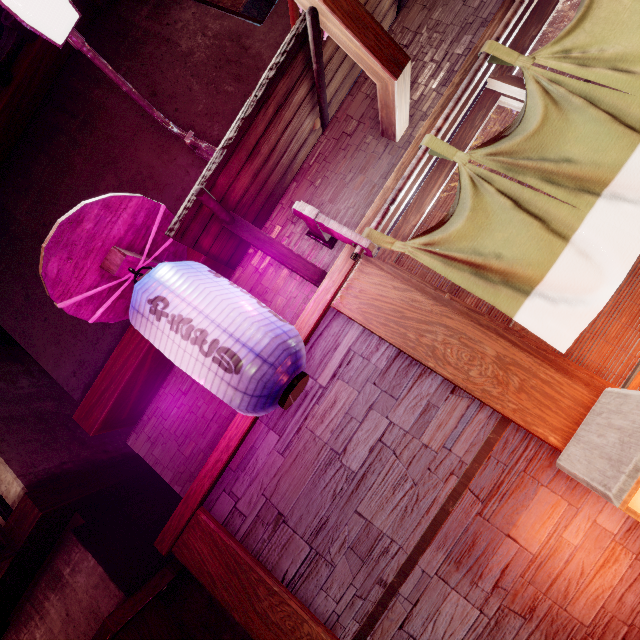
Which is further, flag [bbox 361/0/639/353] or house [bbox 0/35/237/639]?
house [bbox 0/35/237/639]

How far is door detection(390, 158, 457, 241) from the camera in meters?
4.6

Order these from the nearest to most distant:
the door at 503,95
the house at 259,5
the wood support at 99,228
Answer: the wood support at 99,228 < the door at 503,95 < the house at 259,5

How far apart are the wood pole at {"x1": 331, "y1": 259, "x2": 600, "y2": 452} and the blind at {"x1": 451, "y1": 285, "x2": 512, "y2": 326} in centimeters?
51cm

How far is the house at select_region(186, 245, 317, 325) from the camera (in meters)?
5.10

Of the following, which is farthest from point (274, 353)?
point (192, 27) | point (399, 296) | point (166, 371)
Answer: point (192, 27)

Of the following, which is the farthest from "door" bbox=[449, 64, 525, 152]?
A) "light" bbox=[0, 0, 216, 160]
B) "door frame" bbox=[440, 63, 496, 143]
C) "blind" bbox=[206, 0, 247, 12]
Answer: "blind" bbox=[206, 0, 247, 12]

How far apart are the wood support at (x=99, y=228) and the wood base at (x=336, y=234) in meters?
1.6
